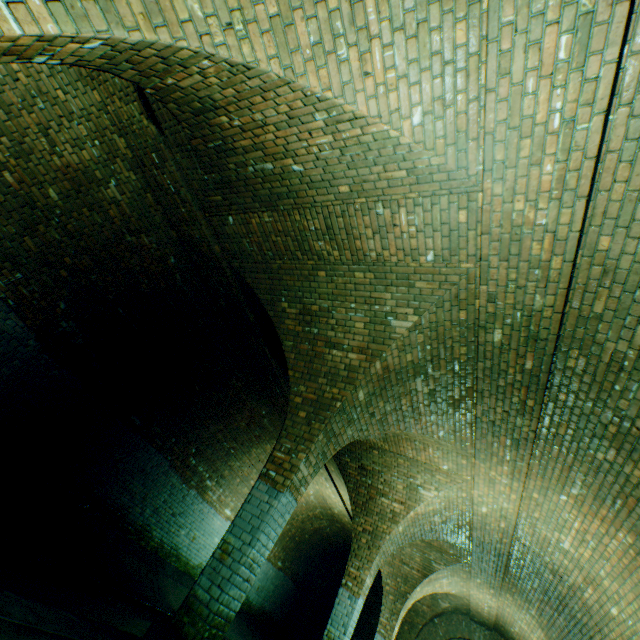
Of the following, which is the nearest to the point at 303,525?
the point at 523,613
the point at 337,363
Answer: the point at 523,613

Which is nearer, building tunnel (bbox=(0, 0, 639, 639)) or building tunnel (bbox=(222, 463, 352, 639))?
building tunnel (bbox=(0, 0, 639, 639))

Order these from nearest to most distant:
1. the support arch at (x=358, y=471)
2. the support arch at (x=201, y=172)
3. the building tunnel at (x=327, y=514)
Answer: the support arch at (x=201, y=172), the support arch at (x=358, y=471), the building tunnel at (x=327, y=514)

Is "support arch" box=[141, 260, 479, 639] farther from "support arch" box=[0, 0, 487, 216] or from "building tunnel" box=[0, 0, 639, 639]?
"support arch" box=[0, 0, 487, 216]

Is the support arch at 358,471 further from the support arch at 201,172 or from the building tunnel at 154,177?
the support arch at 201,172

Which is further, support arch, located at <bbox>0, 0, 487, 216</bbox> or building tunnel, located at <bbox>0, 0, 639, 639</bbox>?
building tunnel, located at <bbox>0, 0, 639, 639</bbox>

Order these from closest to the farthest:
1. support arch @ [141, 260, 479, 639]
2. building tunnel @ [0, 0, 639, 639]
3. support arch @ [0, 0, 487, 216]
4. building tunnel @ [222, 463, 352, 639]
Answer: support arch @ [0, 0, 487, 216] < building tunnel @ [0, 0, 639, 639] < support arch @ [141, 260, 479, 639] < building tunnel @ [222, 463, 352, 639]

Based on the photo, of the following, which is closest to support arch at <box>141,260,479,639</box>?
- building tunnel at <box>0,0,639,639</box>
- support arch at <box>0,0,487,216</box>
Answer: building tunnel at <box>0,0,639,639</box>
